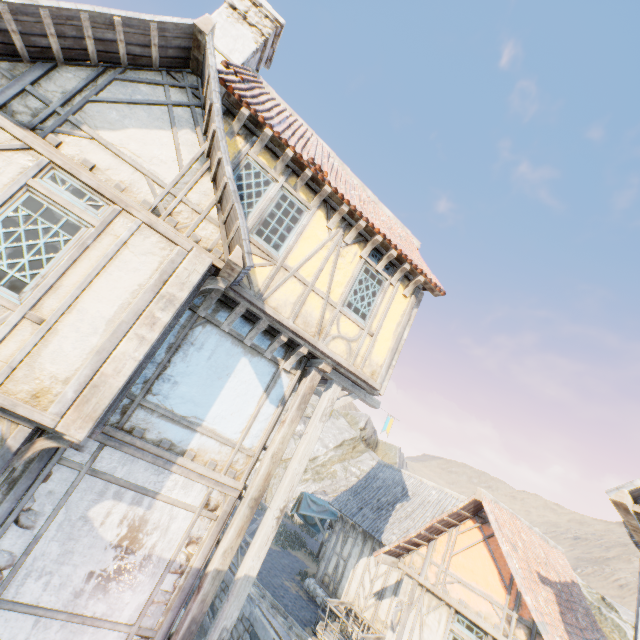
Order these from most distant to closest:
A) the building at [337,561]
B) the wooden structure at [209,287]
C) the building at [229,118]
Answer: the building at [337,561] → the building at [229,118] → the wooden structure at [209,287]

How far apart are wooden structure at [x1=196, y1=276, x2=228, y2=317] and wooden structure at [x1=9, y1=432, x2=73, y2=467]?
2.6 meters

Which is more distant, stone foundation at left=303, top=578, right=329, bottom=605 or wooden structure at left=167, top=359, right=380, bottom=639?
stone foundation at left=303, top=578, right=329, bottom=605

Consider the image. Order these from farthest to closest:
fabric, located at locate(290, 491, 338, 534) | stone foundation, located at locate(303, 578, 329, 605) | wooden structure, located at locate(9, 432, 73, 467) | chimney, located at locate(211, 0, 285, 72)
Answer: fabric, located at locate(290, 491, 338, 534), stone foundation, located at locate(303, 578, 329, 605), chimney, located at locate(211, 0, 285, 72), wooden structure, located at locate(9, 432, 73, 467)

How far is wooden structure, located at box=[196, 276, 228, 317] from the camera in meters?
5.3 m

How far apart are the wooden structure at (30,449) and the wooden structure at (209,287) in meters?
2.6 m

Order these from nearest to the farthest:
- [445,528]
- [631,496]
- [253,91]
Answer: [631,496] → [253,91] → [445,528]

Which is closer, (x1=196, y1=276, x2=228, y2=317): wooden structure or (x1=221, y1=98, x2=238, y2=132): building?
(x1=196, y1=276, x2=228, y2=317): wooden structure
